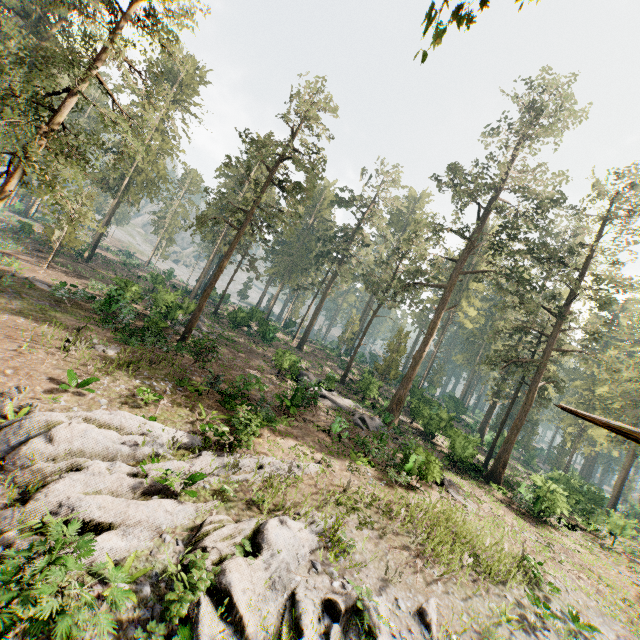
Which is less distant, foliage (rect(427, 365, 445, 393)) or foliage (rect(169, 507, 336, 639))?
foliage (rect(169, 507, 336, 639))

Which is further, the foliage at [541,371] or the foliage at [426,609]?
the foliage at [541,371]

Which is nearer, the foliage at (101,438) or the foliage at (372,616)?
the foliage at (101,438)

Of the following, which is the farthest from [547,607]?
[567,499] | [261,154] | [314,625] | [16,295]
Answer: [16,295]

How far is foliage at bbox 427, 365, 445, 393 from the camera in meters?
56.8 m

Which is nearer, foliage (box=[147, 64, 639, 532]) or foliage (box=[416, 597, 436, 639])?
foliage (box=[416, 597, 436, 639])
